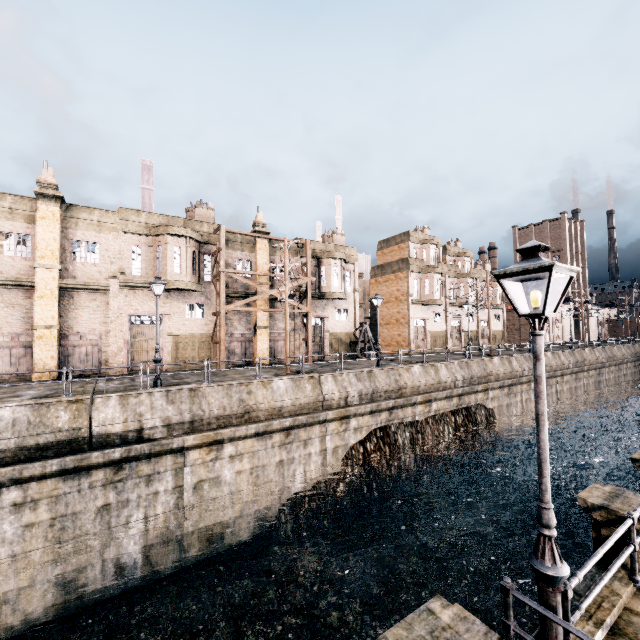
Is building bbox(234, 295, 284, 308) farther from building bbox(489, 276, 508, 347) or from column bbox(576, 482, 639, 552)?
column bbox(576, 482, 639, 552)

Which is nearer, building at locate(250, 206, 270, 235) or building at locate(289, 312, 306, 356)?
building at locate(250, 206, 270, 235)

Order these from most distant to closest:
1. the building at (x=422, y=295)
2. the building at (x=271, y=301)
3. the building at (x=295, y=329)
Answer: the building at (x=422, y=295) < the building at (x=295, y=329) < the building at (x=271, y=301)

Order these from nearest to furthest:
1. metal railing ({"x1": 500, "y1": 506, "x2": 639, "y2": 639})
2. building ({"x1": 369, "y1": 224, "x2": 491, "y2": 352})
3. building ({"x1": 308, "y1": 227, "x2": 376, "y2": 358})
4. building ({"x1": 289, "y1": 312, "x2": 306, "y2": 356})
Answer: metal railing ({"x1": 500, "y1": 506, "x2": 639, "y2": 639}) < building ({"x1": 289, "y1": 312, "x2": 306, "y2": 356}) < building ({"x1": 308, "y1": 227, "x2": 376, "y2": 358}) < building ({"x1": 369, "y1": 224, "x2": 491, "y2": 352})

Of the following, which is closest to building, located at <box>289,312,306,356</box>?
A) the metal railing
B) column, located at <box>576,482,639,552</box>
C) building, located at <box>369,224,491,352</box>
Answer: building, located at <box>369,224,491,352</box>

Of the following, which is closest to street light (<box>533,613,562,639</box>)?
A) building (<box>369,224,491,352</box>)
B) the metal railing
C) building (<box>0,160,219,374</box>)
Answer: the metal railing

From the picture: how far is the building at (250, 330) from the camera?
28.6m

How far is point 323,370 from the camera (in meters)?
24.06
